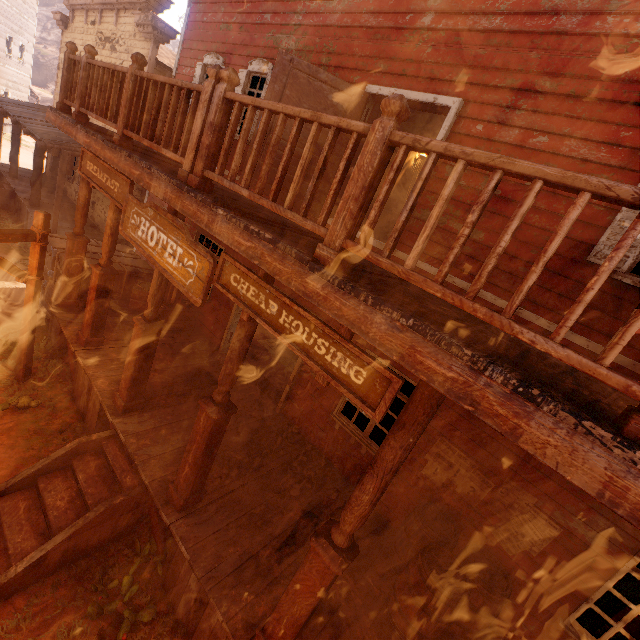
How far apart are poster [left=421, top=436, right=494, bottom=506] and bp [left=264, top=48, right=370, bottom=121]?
4.3m

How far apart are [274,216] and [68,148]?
9.8m

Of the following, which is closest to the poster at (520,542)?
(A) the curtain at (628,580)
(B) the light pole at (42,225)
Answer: (A) the curtain at (628,580)

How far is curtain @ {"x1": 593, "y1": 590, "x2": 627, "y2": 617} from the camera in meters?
3.8 m

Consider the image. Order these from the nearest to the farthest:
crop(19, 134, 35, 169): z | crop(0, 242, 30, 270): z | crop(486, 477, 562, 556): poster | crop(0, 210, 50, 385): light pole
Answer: crop(486, 477, 562, 556): poster < crop(0, 210, 50, 385): light pole < crop(0, 242, 30, 270): z < crop(19, 134, 35, 169): z

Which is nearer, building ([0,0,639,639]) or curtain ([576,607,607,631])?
building ([0,0,639,639])

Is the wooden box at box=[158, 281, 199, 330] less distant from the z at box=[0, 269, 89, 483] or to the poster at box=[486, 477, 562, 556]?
the z at box=[0, 269, 89, 483]

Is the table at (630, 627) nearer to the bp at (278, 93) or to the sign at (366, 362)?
the sign at (366, 362)
